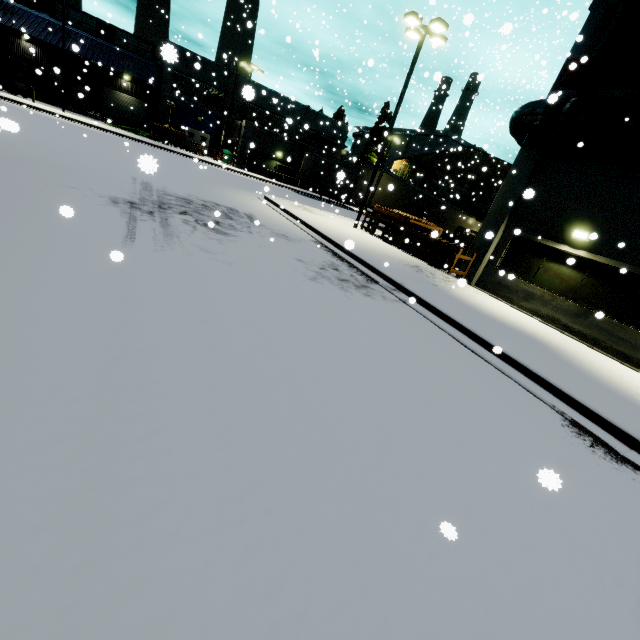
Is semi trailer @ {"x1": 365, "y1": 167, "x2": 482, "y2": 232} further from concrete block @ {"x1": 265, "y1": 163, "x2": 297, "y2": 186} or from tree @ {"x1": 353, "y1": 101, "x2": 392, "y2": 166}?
concrete block @ {"x1": 265, "y1": 163, "x2": 297, "y2": 186}

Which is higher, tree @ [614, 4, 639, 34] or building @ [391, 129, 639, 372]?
tree @ [614, 4, 639, 34]

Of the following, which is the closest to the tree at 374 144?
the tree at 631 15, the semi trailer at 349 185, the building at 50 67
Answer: the building at 50 67

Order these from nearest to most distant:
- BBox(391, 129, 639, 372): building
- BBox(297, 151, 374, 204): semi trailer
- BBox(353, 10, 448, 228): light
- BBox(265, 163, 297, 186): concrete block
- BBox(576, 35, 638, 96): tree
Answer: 1. BBox(391, 129, 639, 372): building
2. BBox(576, 35, 638, 96): tree
3. BBox(353, 10, 448, 228): light
4. BBox(297, 151, 374, 204): semi trailer
5. BBox(265, 163, 297, 186): concrete block

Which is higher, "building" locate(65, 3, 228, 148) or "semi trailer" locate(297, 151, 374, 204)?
"building" locate(65, 3, 228, 148)

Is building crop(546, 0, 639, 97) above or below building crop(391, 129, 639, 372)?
above

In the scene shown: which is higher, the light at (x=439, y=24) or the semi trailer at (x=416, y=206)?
the light at (x=439, y=24)

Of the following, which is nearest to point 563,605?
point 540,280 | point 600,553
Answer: point 600,553
